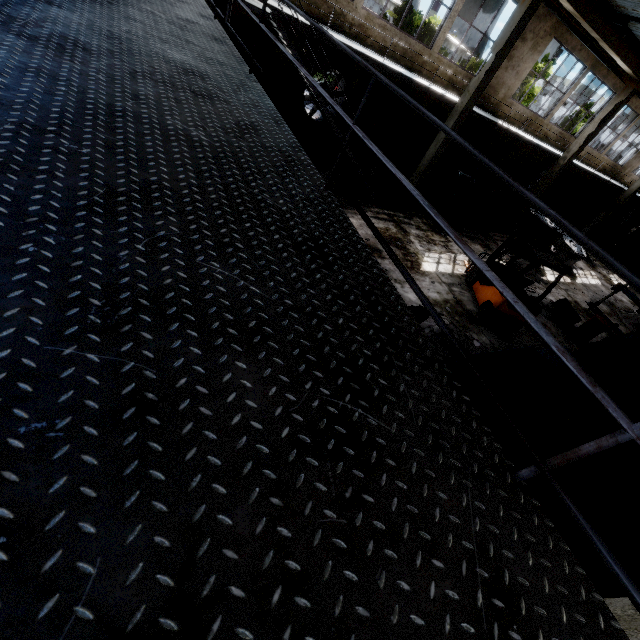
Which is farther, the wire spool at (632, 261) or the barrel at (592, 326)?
the wire spool at (632, 261)

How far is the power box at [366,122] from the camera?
14.02m

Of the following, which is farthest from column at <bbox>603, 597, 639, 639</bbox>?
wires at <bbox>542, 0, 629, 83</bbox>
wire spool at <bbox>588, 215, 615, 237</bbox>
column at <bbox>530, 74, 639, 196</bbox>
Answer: wire spool at <bbox>588, 215, 615, 237</bbox>

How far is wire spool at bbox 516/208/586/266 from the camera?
15.5 meters

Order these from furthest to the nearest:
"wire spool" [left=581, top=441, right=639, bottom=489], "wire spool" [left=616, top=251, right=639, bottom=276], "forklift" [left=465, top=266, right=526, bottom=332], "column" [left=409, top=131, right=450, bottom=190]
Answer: "wire spool" [left=616, top=251, right=639, bottom=276] < "column" [left=409, top=131, right=450, bottom=190] < "forklift" [left=465, top=266, right=526, bottom=332] < "wire spool" [left=581, top=441, right=639, bottom=489]

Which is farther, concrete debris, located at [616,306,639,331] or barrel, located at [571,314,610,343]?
concrete debris, located at [616,306,639,331]

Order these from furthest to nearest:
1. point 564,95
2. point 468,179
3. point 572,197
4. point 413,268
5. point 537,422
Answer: point 572,197
point 564,95
point 468,179
point 413,268
point 537,422

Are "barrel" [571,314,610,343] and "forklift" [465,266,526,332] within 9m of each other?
yes
